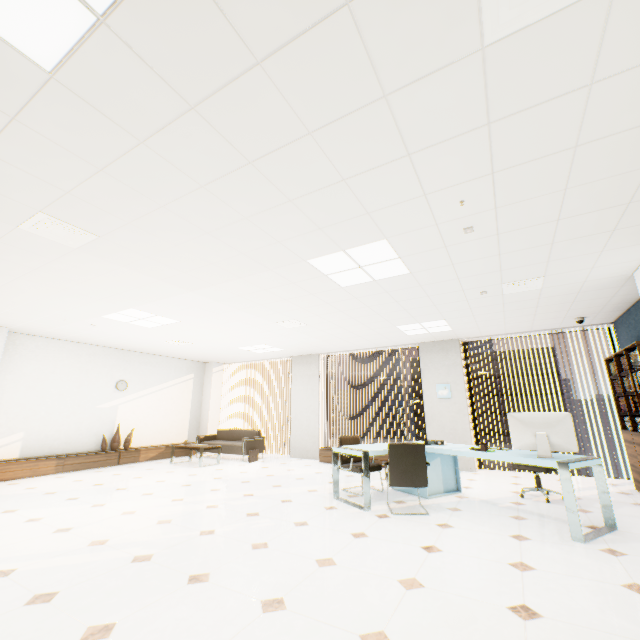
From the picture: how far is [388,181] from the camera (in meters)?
2.50

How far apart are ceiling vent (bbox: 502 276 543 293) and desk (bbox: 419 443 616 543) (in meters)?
2.24

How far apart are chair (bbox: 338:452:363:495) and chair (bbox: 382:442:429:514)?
0.6m

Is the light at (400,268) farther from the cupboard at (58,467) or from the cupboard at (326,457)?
the cupboard at (58,467)

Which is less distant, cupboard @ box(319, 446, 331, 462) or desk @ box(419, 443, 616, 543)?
desk @ box(419, 443, 616, 543)

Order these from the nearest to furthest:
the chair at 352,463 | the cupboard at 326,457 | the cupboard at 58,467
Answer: the chair at 352,463 → the cupboard at 58,467 → the cupboard at 326,457

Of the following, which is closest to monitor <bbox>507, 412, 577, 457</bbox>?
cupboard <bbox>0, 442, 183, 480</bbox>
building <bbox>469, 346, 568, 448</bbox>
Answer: cupboard <bbox>0, 442, 183, 480</bbox>
